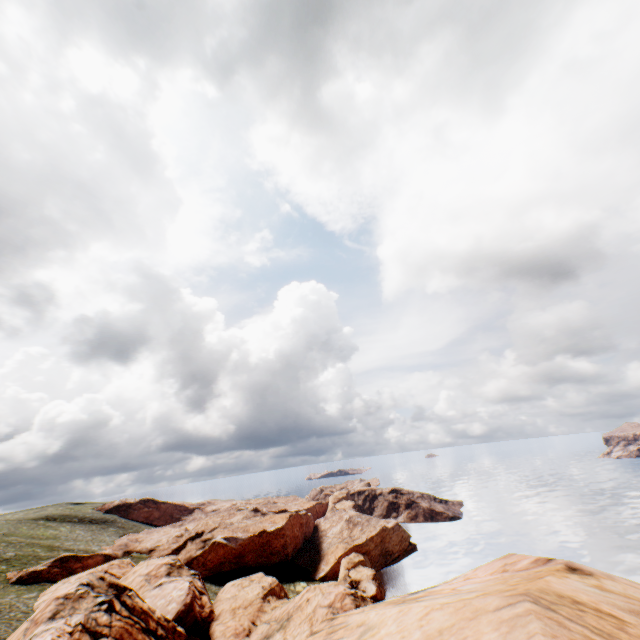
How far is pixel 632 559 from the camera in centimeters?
5822cm
